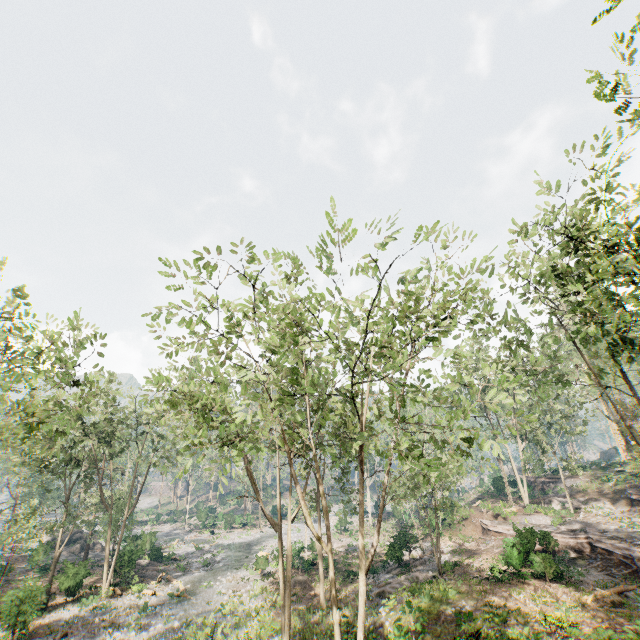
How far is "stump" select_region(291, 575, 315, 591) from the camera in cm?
2731

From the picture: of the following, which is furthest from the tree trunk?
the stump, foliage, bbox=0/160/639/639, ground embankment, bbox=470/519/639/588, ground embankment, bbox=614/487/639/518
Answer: ground embankment, bbox=614/487/639/518

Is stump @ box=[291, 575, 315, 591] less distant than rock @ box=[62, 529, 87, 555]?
Yes

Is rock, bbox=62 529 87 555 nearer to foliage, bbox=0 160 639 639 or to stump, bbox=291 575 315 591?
foliage, bbox=0 160 639 639

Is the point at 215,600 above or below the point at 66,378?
below

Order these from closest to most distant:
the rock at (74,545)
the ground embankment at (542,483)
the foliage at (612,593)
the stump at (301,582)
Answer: the foliage at (612,593) < the stump at (301,582) < the rock at (74,545) < the ground embankment at (542,483)

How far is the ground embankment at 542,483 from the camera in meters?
42.3 m

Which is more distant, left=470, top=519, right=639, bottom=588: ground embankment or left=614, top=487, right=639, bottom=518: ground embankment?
left=614, top=487, right=639, bottom=518: ground embankment
